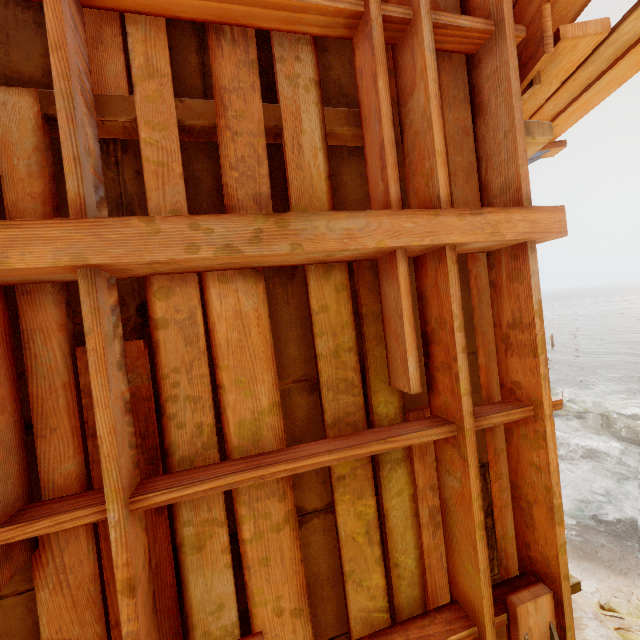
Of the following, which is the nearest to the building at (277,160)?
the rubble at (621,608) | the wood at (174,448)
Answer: the wood at (174,448)

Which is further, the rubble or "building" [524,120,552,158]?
the rubble

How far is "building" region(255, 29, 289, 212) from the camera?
1.4m

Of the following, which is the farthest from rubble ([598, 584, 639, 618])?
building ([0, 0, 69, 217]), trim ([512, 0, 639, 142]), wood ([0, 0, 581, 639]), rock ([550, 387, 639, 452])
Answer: trim ([512, 0, 639, 142])

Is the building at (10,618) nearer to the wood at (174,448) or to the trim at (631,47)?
the wood at (174,448)

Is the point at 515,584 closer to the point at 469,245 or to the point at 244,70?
the point at 469,245

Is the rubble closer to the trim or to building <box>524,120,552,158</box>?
building <box>524,120,552,158</box>

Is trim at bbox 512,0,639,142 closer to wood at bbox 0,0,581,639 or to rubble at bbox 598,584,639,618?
wood at bbox 0,0,581,639
